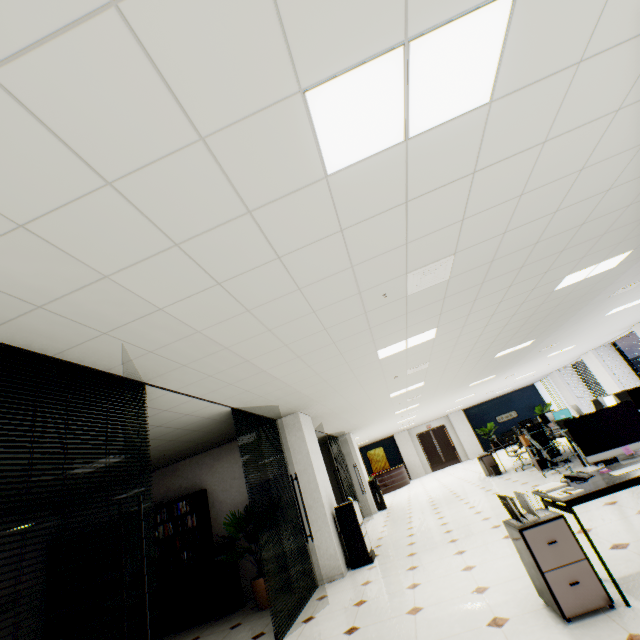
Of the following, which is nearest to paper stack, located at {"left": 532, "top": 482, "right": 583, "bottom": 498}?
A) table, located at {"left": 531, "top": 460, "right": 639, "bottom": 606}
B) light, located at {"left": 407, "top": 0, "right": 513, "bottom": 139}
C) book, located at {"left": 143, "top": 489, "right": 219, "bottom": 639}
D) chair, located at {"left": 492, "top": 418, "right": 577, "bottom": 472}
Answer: table, located at {"left": 531, "top": 460, "right": 639, "bottom": 606}

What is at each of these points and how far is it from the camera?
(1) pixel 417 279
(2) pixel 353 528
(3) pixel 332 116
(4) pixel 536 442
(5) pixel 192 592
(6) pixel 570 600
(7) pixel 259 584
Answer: (1) ceiling vent, 3.36m
(2) copier, 6.13m
(3) light, 1.58m
(4) chair, 6.85m
(5) book, 6.13m
(6) rolling cabinet, 2.49m
(7) plant, 5.54m

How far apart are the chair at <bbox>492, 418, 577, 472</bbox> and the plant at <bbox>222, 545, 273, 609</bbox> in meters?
6.6 m

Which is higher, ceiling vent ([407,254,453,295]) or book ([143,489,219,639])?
ceiling vent ([407,254,453,295])

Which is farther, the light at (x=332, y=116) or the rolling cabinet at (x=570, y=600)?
the rolling cabinet at (x=570, y=600)

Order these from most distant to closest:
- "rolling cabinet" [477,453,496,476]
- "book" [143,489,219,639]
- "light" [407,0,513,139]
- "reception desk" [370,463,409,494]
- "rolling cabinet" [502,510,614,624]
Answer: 1. "reception desk" [370,463,409,494]
2. "rolling cabinet" [477,453,496,476]
3. "book" [143,489,219,639]
4. "rolling cabinet" [502,510,614,624]
5. "light" [407,0,513,139]

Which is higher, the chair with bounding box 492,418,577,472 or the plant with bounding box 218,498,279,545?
the plant with bounding box 218,498,279,545

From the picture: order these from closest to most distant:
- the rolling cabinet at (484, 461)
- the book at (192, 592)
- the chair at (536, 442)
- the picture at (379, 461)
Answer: the book at (192, 592)
the chair at (536, 442)
the rolling cabinet at (484, 461)
the picture at (379, 461)
